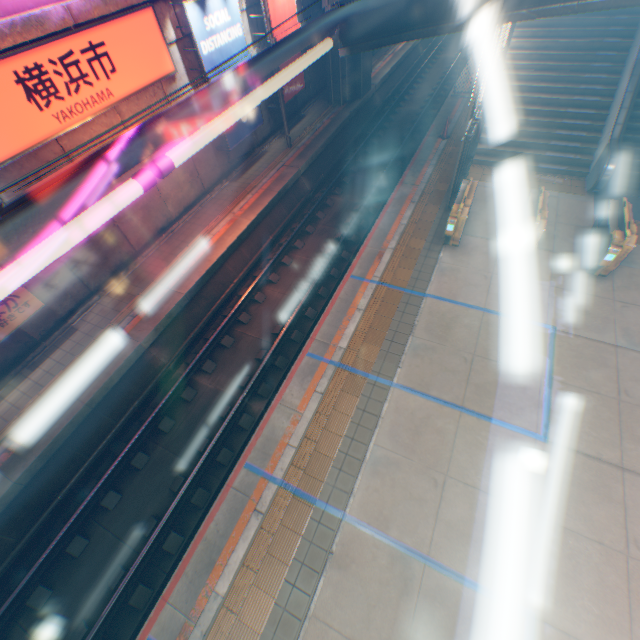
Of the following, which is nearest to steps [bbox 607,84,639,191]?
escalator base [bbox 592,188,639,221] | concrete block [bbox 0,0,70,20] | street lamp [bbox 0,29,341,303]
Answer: escalator base [bbox 592,188,639,221]

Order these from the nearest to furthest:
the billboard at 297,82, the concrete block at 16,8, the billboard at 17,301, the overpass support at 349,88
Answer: the concrete block at 16,8, the billboard at 17,301, the billboard at 297,82, the overpass support at 349,88

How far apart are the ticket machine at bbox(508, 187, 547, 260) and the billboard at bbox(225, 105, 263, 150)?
10.93m

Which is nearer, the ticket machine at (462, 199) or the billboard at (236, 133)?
the ticket machine at (462, 199)

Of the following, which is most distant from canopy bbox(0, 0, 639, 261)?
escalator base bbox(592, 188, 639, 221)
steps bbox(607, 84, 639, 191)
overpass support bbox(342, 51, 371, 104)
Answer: overpass support bbox(342, 51, 371, 104)

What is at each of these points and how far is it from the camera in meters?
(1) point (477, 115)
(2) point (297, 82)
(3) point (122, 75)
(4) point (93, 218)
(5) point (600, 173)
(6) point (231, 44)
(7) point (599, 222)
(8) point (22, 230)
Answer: (1) metal fence, 10.3
(2) billboard, 15.8
(3) sign, 9.2
(4) street lamp, 1.4
(5) escalator, 10.5
(6) billboard, 11.6
(7) ticket machine, 9.2
(8) canopy, 1.2

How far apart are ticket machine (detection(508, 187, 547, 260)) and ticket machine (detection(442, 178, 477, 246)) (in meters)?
1.43

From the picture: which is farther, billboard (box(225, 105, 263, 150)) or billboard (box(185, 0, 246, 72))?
→ billboard (box(225, 105, 263, 150))
